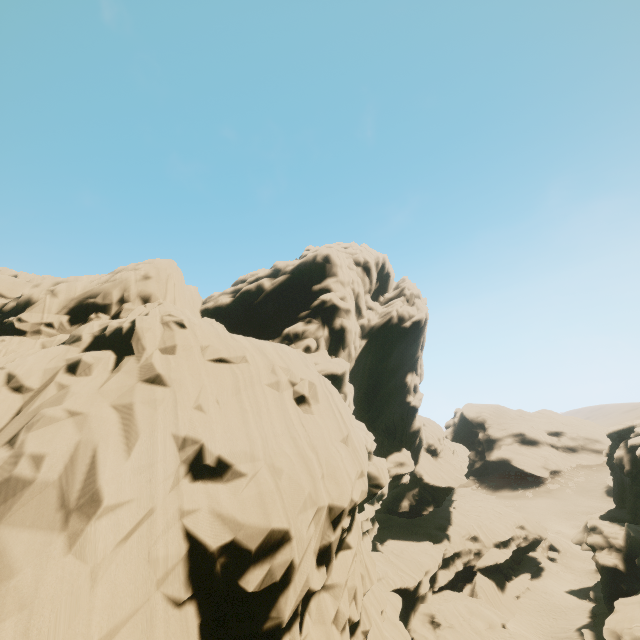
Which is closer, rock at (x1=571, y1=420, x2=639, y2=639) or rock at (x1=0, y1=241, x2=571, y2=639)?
rock at (x1=0, y1=241, x2=571, y2=639)

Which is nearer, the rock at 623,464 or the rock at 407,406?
the rock at 407,406

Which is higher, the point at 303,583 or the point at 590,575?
the point at 303,583
